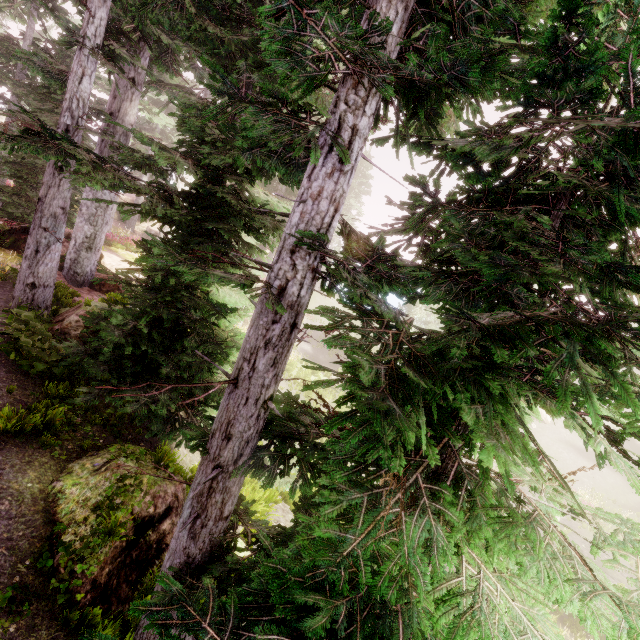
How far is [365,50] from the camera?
2.24m

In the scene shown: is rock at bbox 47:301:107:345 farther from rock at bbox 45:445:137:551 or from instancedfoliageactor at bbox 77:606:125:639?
rock at bbox 45:445:137:551

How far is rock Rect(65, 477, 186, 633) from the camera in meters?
3.7

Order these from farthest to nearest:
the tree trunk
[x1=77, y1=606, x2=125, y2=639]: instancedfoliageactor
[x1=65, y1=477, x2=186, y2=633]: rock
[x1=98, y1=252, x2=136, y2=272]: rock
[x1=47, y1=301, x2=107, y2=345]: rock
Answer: [x1=98, y1=252, x2=136, y2=272]: rock
the tree trunk
[x1=47, y1=301, x2=107, y2=345]: rock
[x1=65, y1=477, x2=186, y2=633]: rock
[x1=77, y1=606, x2=125, y2=639]: instancedfoliageactor

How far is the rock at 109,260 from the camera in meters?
13.4 m

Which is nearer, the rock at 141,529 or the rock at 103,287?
the rock at 141,529

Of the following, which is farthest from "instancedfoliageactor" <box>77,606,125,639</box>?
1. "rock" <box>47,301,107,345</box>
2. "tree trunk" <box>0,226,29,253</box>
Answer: "tree trunk" <box>0,226,29,253</box>
